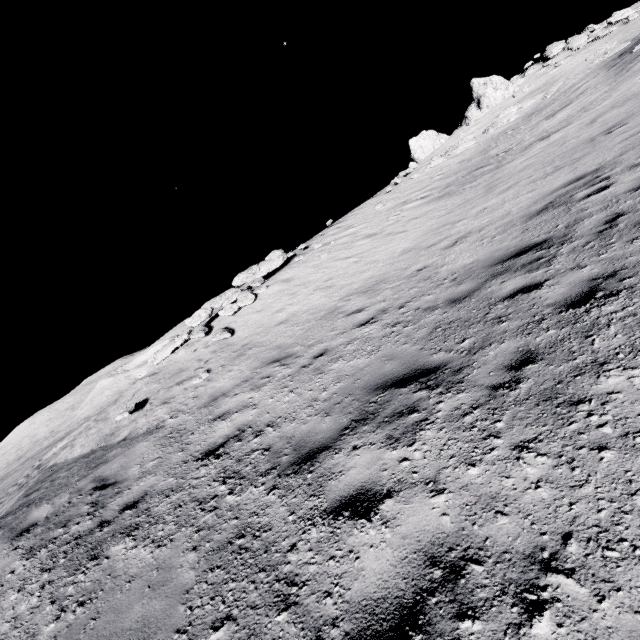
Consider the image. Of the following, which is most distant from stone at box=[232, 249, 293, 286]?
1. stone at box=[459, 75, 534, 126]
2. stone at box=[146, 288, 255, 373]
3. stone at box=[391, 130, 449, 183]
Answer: stone at box=[391, 130, 449, 183]

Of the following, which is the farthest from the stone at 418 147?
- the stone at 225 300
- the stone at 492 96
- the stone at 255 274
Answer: A: the stone at 225 300

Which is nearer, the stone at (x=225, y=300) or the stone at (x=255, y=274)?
the stone at (x=225, y=300)

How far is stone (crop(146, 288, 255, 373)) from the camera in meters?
13.6

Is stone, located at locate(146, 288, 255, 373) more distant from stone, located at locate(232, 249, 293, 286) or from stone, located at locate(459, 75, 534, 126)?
stone, located at locate(459, 75, 534, 126)

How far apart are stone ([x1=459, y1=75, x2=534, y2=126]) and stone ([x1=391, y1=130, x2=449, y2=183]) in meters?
2.7 m

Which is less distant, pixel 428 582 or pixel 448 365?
pixel 428 582
